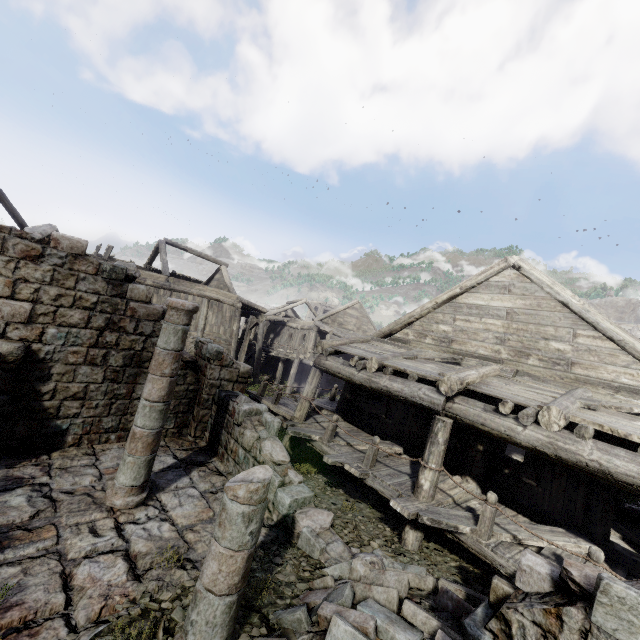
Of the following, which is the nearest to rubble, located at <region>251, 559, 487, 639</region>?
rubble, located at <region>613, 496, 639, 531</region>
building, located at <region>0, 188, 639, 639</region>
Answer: building, located at <region>0, 188, 639, 639</region>

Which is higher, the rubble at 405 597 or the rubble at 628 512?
the rubble at 628 512

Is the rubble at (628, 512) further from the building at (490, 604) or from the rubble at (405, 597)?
the rubble at (405, 597)

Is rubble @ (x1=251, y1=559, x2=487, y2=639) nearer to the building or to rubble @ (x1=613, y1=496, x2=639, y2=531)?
the building

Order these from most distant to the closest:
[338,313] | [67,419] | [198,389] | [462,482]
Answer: [338,313], [198,389], [462,482], [67,419]

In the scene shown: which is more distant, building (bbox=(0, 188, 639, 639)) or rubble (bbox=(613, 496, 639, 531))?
rubble (bbox=(613, 496, 639, 531))

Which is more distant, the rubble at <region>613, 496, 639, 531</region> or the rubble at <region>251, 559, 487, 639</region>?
the rubble at <region>613, 496, 639, 531</region>
